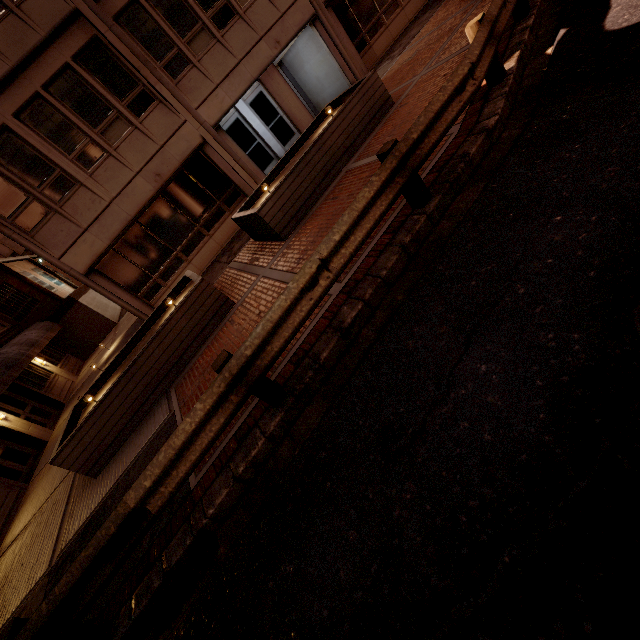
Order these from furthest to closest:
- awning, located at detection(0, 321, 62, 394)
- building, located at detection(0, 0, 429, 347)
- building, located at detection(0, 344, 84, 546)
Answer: awning, located at detection(0, 321, 62, 394) → building, located at detection(0, 344, 84, 546) → building, located at detection(0, 0, 429, 347)

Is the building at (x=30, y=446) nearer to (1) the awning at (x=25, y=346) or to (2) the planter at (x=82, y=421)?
(1) the awning at (x=25, y=346)

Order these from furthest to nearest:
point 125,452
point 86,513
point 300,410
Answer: point 125,452, point 86,513, point 300,410

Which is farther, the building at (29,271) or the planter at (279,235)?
the building at (29,271)

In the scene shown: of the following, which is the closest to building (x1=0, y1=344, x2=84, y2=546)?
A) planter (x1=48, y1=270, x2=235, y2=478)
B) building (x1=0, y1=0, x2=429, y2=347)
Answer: planter (x1=48, y1=270, x2=235, y2=478)

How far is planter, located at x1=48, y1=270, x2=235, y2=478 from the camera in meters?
6.9

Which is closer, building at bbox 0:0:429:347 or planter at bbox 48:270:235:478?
planter at bbox 48:270:235:478

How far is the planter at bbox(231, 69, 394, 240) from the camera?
7.9m
